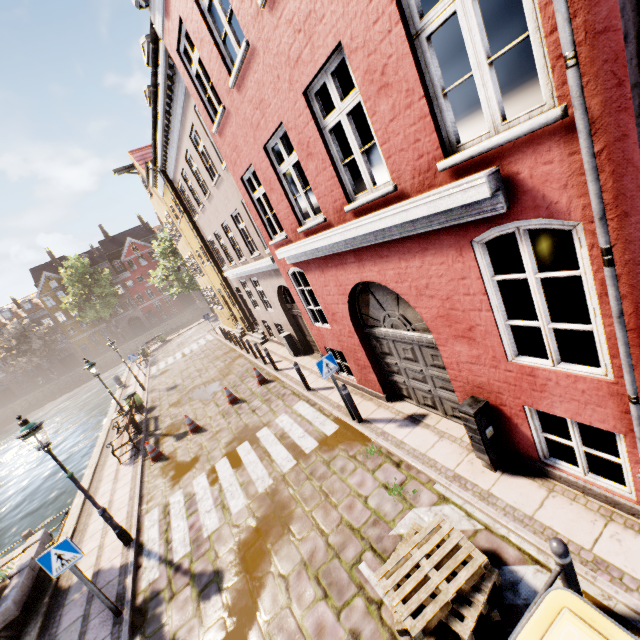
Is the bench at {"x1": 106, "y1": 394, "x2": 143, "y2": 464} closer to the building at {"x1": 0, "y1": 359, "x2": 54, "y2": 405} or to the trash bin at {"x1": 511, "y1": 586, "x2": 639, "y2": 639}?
the trash bin at {"x1": 511, "y1": 586, "x2": 639, "y2": 639}

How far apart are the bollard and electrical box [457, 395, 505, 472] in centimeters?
176cm

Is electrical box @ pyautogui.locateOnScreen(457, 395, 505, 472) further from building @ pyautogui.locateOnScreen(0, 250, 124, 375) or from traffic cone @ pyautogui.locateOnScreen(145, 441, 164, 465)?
building @ pyautogui.locateOnScreen(0, 250, 124, 375)

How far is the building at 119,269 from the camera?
57.6 meters

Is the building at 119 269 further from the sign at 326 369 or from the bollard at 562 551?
the bollard at 562 551

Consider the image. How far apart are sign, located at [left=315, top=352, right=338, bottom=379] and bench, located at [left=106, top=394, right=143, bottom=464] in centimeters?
877cm

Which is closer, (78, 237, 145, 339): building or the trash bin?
the trash bin

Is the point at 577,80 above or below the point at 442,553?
above
